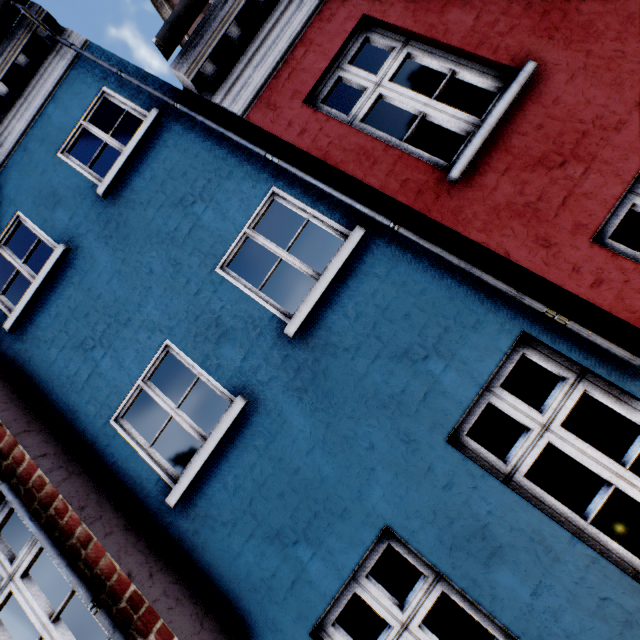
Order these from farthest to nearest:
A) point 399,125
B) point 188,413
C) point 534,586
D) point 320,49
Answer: point 399,125 → point 188,413 → point 320,49 → point 534,586
